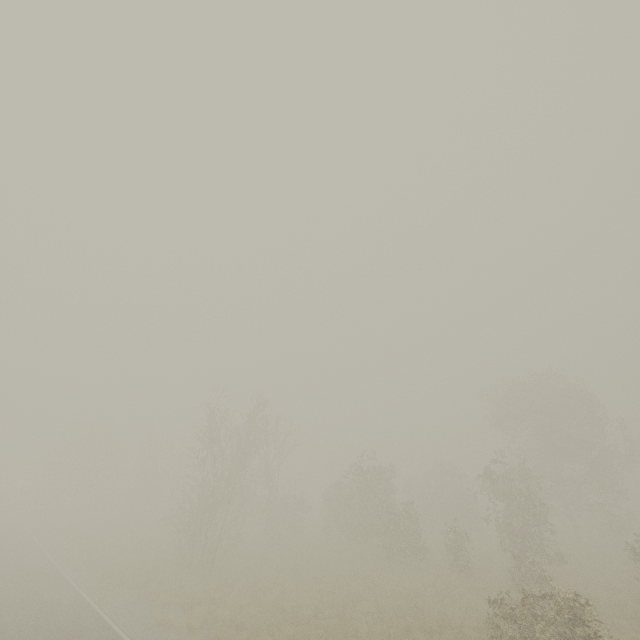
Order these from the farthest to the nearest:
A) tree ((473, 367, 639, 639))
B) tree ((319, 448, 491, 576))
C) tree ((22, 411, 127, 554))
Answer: tree ((22, 411, 127, 554))
tree ((319, 448, 491, 576))
tree ((473, 367, 639, 639))

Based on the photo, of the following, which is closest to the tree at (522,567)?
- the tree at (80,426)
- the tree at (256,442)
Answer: the tree at (256,442)

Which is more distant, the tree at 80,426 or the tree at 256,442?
the tree at 80,426

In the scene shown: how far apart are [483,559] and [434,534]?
9.67m

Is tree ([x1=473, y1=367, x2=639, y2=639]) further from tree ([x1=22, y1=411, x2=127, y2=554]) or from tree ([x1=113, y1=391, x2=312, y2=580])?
tree ([x1=22, y1=411, x2=127, y2=554])

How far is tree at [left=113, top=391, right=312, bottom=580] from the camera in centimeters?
2119cm
